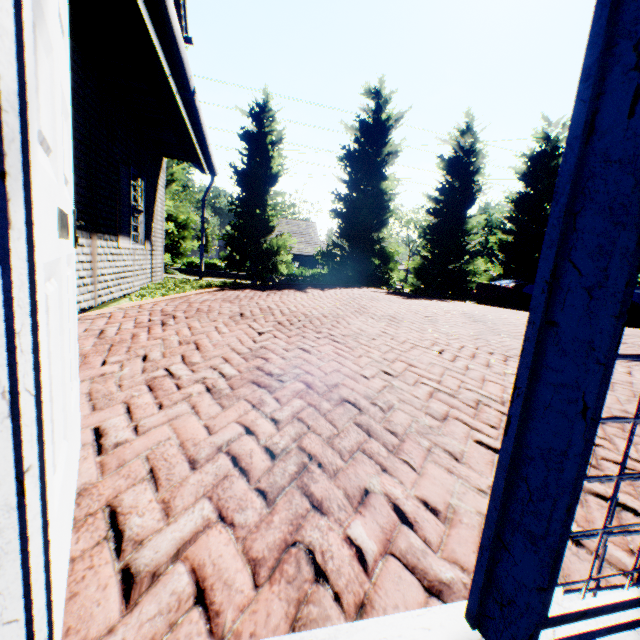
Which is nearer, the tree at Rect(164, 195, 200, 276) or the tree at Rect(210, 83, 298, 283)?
the tree at Rect(164, 195, 200, 276)

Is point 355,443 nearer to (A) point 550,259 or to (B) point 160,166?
(A) point 550,259

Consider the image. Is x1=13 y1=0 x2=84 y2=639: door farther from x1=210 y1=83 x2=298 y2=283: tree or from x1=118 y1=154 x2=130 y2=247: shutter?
x1=210 y1=83 x2=298 y2=283: tree

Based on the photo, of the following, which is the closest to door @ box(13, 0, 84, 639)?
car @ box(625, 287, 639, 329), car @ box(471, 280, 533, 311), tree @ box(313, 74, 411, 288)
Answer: car @ box(625, 287, 639, 329)

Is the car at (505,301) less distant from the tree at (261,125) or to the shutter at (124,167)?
the tree at (261,125)

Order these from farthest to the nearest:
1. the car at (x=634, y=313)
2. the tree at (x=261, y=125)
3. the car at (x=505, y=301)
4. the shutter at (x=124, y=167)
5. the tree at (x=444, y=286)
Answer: the tree at (x=444, y=286) → the tree at (x=261, y=125) → the car at (x=505, y=301) → the car at (x=634, y=313) → the shutter at (x=124, y=167)

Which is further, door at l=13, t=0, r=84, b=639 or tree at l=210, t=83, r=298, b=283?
tree at l=210, t=83, r=298, b=283

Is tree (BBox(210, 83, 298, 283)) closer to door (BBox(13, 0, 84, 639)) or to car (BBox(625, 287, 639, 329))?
car (BBox(625, 287, 639, 329))
